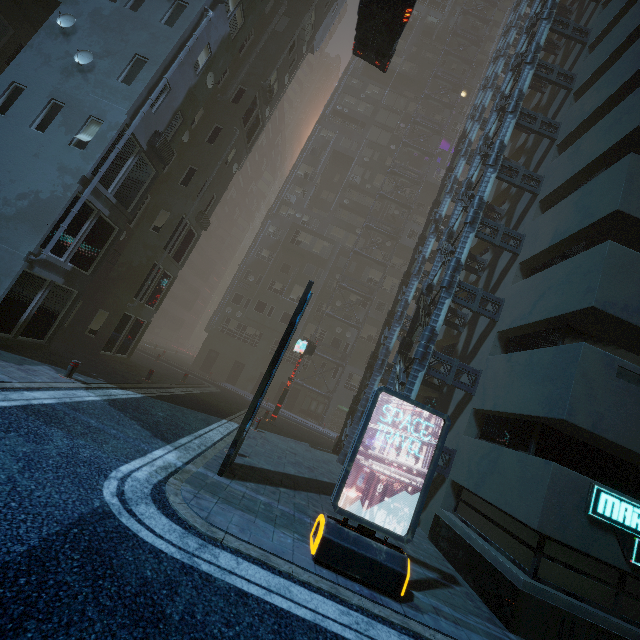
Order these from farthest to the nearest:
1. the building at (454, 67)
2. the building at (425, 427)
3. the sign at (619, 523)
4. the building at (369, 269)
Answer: Answer: the building at (454, 67) → the building at (369, 269) → the building at (425, 427) → the sign at (619, 523)

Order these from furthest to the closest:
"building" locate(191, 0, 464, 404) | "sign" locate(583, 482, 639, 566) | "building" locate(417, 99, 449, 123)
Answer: "building" locate(417, 99, 449, 123) → "building" locate(191, 0, 464, 404) → "sign" locate(583, 482, 639, 566)

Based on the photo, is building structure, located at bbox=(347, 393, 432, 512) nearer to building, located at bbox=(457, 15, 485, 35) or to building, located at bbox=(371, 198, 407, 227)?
building, located at bbox=(371, 198, 407, 227)

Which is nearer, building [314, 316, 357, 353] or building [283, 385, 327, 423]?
building [283, 385, 327, 423]

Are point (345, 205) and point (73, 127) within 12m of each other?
no

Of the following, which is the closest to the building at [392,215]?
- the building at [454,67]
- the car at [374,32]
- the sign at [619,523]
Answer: the sign at [619,523]

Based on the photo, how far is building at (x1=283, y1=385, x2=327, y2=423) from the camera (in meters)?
33.62
